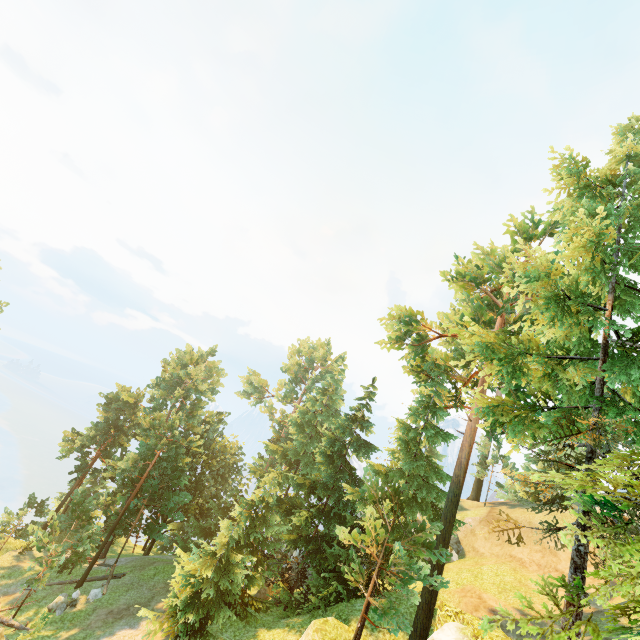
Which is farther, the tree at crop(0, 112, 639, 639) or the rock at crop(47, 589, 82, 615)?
the rock at crop(47, 589, 82, 615)

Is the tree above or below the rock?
above

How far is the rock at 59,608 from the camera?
22.4 meters

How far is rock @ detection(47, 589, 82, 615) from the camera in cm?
2238

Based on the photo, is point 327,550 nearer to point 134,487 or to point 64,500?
point 134,487

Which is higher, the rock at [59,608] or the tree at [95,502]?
the tree at [95,502]
